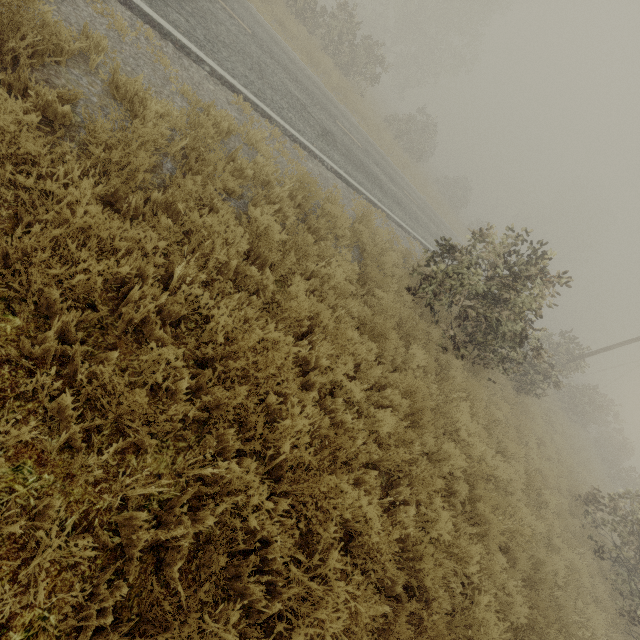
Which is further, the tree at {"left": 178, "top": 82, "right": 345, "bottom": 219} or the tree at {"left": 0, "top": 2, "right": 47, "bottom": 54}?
the tree at {"left": 178, "top": 82, "right": 345, "bottom": 219}

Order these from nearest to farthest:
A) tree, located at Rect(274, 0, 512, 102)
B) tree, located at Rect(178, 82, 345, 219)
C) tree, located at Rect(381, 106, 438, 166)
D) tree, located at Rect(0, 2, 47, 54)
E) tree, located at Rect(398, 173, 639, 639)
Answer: tree, located at Rect(0, 2, 47, 54), tree, located at Rect(178, 82, 345, 219), tree, located at Rect(398, 173, 639, 639), tree, located at Rect(274, 0, 512, 102), tree, located at Rect(381, 106, 438, 166)

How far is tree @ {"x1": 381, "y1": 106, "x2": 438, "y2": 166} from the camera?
25.7 meters

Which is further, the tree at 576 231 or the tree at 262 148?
the tree at 576 231

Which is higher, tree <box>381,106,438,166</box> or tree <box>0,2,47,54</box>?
→ tree <box>381,106,438,166</box>

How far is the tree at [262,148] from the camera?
5.1 meters

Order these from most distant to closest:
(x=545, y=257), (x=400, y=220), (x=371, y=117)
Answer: (x=371, y=117)
(x=400, y=220)
(x=545, y=257)
